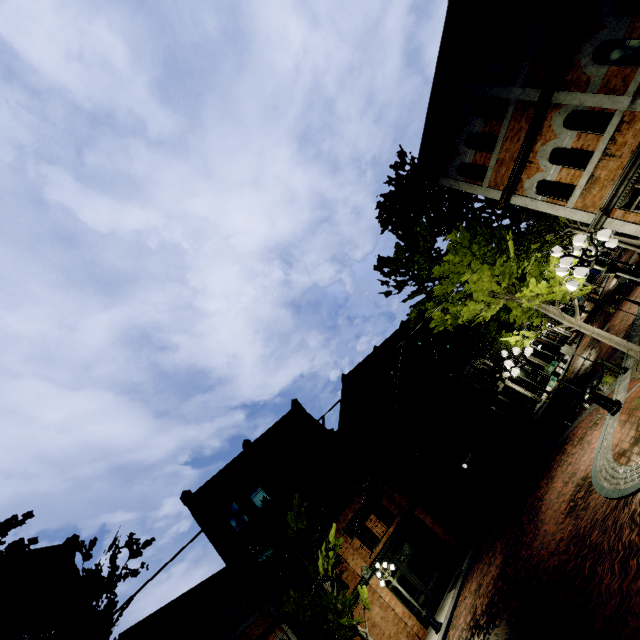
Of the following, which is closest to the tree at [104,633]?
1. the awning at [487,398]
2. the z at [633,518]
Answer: the z at [633,518]

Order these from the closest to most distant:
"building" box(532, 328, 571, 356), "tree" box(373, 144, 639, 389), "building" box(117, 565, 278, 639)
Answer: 1. "tree" box(373, 144, 639, 389)
2. "building" box(117, 565, 278, 639)
3. "building" box(532, 328, 571, 356)

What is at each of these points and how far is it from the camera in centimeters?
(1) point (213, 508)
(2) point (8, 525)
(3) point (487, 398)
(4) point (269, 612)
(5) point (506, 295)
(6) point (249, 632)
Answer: (1) building, 2125cm
(2) tree, 491cm
(3) awning, 2423cm
(4) building, 1695cm
(5) tree, 1279cm
(6) building, 1558cm

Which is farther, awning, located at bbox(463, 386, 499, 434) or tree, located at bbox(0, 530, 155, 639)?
awning, located at bbox(463, 386, 499, 434)

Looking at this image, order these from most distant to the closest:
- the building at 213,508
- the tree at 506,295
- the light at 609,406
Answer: the building at 213,508
the tree at 506,295
the light at 609,406

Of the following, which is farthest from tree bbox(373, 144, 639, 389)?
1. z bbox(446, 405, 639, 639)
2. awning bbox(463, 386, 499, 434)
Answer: awning bbox(463, 386, 499, 434)

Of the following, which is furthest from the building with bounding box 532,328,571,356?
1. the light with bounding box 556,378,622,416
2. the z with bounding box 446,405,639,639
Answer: the light with bounding box 556,378,622,416

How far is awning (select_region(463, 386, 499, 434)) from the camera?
24.0m
